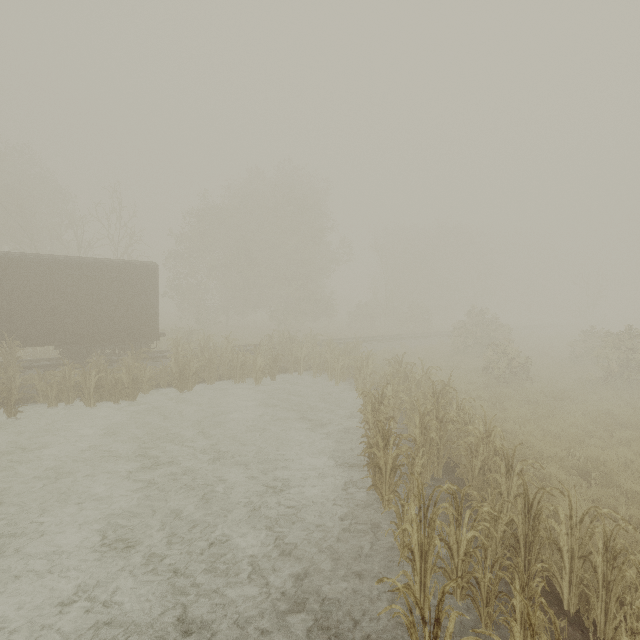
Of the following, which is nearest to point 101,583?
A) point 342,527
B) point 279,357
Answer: point 342,527

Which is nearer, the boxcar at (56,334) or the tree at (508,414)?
the tree at (508,414)

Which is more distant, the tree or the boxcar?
the boxcar
